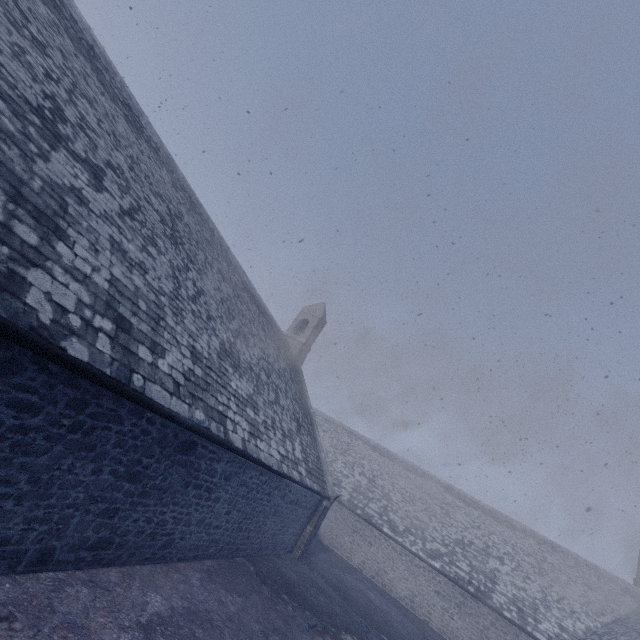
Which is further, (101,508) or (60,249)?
(101,508)
